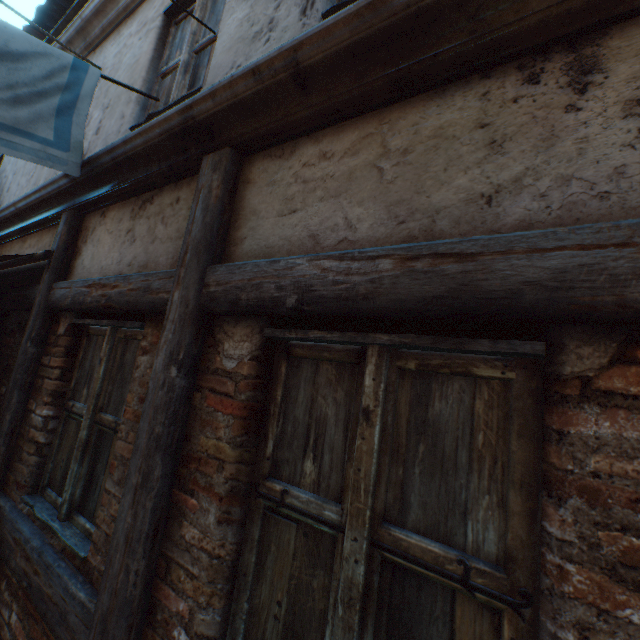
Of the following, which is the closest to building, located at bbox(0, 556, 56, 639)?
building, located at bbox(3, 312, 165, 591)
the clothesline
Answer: building, located at bbox(3, 312, 165, 591)

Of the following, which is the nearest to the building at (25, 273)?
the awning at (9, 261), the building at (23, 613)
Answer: the awning at (9, 261)

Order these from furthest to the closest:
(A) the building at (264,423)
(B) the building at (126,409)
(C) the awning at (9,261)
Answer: (C) the awning at (9,261), (B) the building at (126,409), (A) the building at (264,423)

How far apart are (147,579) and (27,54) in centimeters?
317cm

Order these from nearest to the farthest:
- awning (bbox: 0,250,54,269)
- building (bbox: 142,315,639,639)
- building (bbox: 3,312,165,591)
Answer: building (bbox: 142,315,639,639), building (bbox: 3,312,165,591), awning (bbox: 0,250,54,269)

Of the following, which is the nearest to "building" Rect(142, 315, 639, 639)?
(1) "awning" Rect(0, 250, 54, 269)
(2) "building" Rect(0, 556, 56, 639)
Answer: (1) "awning" Rect(0, 250, 54, 269)

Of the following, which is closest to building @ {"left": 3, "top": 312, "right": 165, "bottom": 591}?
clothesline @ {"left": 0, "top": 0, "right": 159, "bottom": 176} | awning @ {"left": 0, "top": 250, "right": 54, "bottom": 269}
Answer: awning @ {"left": 0, "top": 250, "right": 54, "bottom": 269}

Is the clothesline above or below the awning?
above
